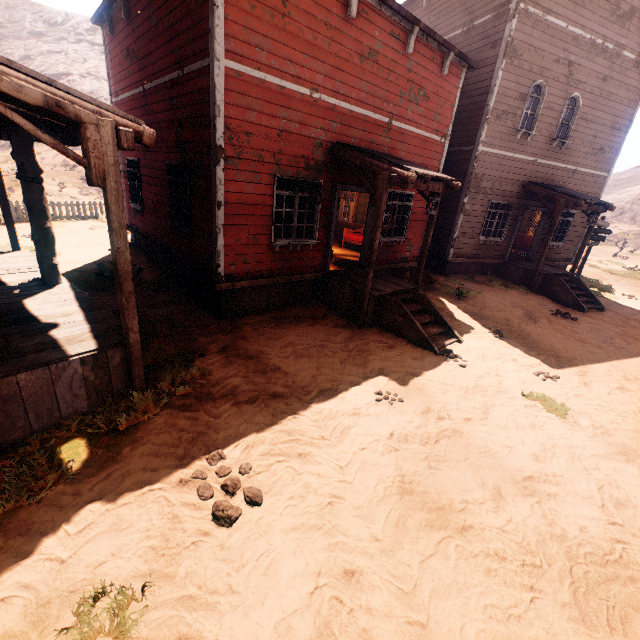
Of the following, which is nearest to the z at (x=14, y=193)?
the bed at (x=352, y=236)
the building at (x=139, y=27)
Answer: the building at (x=139, y=27)

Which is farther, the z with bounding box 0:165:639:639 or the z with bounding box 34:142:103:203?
the z with bounding box 34:142:103:203

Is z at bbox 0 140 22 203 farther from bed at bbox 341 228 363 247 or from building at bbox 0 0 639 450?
bed at bbox 341 228 363 247

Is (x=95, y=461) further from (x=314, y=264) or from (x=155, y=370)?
(x=314, y=264)

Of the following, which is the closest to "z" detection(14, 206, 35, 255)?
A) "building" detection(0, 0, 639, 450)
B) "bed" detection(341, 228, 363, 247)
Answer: "building" detection(0, 0, 639, 450)

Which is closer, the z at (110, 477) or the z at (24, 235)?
the z at (110, 477)

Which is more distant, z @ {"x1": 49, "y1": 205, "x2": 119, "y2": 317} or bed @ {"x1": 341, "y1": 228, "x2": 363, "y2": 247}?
bed @ {"x1": 341, "y1": 228, "x2": 363, "y2": 247}
